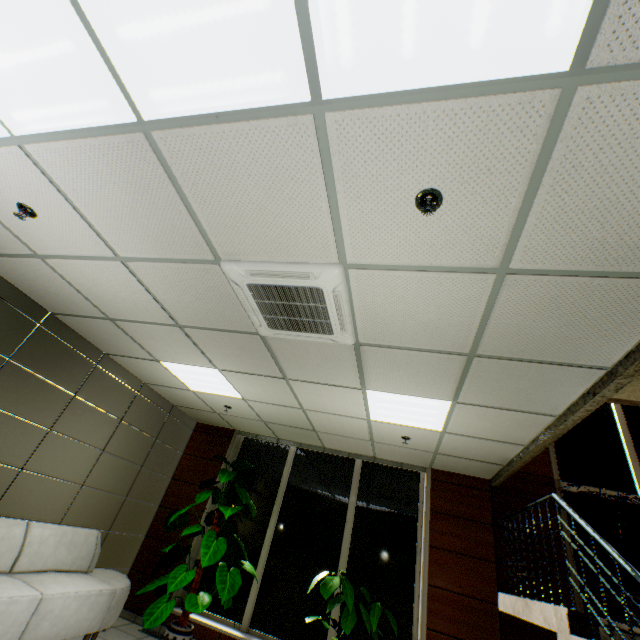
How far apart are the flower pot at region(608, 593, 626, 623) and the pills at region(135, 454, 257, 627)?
5.5m

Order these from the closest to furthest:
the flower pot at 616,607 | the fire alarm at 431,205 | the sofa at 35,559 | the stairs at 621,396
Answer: the fire alarm at 431,205
the sofa at 35,559
the flower pot at 616,607
the stairs at 621,396

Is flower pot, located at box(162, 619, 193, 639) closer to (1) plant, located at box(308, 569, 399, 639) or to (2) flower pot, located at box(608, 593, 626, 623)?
(1) plant, located at box(308, 569, 399, 639)

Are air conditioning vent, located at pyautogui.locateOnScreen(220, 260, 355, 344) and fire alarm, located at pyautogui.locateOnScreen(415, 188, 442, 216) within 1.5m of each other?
yes

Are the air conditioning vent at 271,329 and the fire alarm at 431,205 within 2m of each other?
yes

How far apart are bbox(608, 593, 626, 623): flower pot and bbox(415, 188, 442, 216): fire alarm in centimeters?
566cm

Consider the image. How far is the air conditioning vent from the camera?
2.3m

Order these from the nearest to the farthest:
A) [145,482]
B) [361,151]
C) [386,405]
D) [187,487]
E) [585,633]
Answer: [361,151], [585,633], [386,405], [145,482], [187,487]
